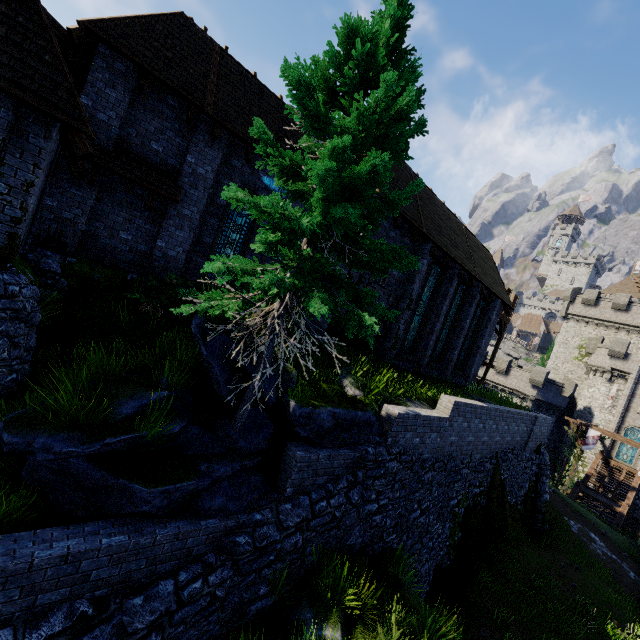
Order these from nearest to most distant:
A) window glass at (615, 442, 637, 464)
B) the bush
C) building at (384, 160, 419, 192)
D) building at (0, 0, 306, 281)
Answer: building at (0, 0, 306, 281)
the bush
building at (384, 160, 419, 192)
window glass at (615, 442, 637, 464)

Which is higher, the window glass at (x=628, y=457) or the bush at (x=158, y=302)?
the bush at (x=158, y=302)

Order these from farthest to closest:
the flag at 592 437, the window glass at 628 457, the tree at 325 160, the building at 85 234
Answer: the window glass at 628 457 → the flag at 592 437 → the building at 85 234 → the tree at 325 160

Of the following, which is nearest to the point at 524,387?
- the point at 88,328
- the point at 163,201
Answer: the point at 163,201

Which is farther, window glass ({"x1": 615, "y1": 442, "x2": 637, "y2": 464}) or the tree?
window glass ({"x1": 615, "y1": 442, "x2": 637, "y2": 464})

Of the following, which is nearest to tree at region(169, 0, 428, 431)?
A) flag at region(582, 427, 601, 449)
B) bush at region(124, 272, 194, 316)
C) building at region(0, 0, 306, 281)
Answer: bush at region(124, 272, 194, 316)

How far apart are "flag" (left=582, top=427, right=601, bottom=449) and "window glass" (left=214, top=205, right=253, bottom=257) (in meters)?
33.64

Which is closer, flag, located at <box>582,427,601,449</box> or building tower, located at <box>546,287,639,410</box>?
flag, located at <box>582,427,601,449</box>
